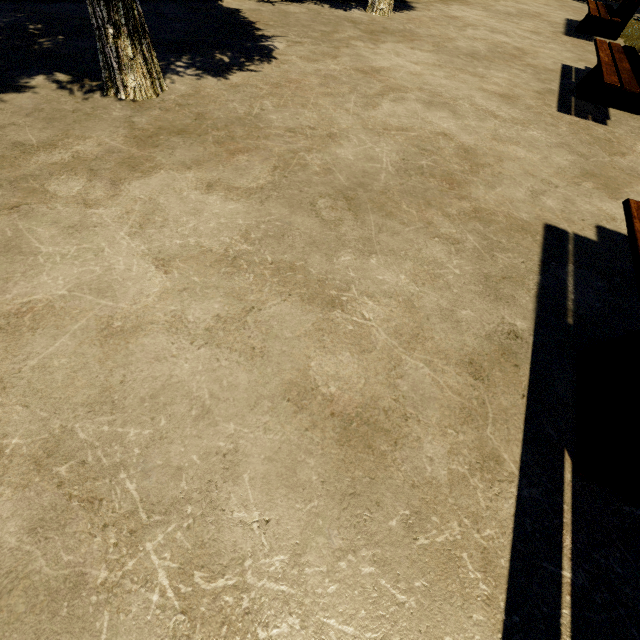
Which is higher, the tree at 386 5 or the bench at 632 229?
the bench at 632 229

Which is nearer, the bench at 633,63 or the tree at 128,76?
the tree at 128,76

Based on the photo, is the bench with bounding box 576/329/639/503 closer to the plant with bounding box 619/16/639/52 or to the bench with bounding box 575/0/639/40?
the plant with bounding box 619/16/639/52

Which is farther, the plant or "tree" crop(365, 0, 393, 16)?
the plant

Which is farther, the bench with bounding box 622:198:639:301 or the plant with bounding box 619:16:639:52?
the plant with bounding box 619:16:639:52

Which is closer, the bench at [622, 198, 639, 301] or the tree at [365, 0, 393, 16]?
the bench at [622, 198, 639, 301]

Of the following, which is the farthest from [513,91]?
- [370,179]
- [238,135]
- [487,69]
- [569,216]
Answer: [238,135]
